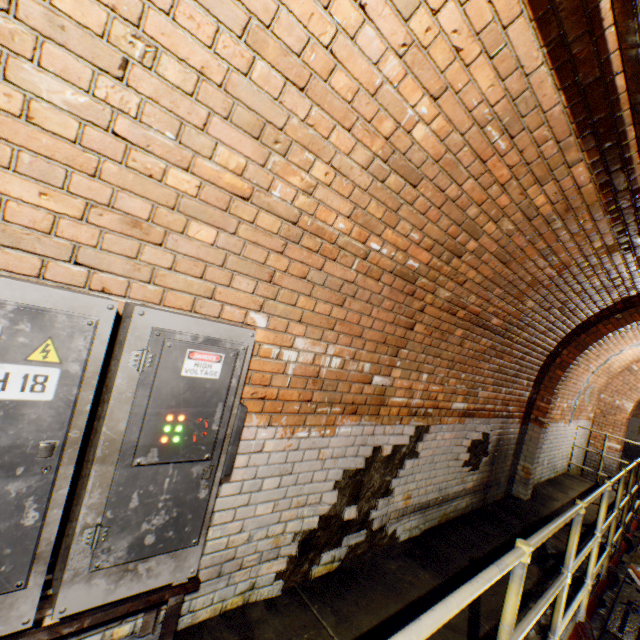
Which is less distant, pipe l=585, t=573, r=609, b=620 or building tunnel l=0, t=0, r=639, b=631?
building tunnel l=0, t=0, r=639, b=631

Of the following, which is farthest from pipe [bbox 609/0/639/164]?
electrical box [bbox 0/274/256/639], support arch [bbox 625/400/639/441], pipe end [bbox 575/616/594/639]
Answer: support arch [bbox 625/400/639/441]

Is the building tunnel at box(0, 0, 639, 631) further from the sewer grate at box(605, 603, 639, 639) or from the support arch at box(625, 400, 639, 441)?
the support arch at box(625, 400, 639, 441)

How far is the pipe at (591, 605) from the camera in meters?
3.9

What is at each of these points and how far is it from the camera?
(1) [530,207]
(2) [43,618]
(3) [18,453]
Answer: (1) building tunnel, 2.5 meters
(2) building tunnel, 1.5 meters
(3) electrical box, 1.1 meters

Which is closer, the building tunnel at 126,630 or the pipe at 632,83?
the pipe at 632,83

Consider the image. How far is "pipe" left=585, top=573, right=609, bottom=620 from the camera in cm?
387

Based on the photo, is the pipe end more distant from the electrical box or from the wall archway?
the electrical box
